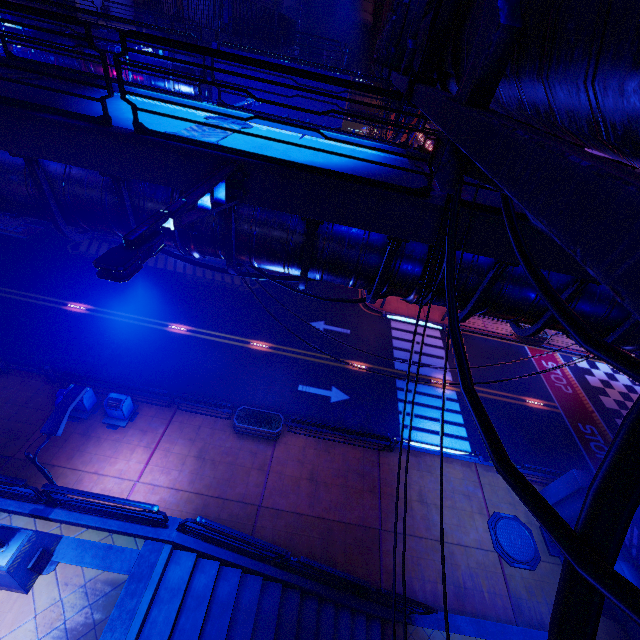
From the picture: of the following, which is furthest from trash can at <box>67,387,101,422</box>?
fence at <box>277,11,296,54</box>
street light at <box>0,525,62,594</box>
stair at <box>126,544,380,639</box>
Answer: fence at <box>277,11,296,54</box>

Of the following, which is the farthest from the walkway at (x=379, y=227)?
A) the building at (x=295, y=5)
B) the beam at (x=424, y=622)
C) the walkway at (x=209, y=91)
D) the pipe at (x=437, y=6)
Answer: the building at (x=295, y=5)

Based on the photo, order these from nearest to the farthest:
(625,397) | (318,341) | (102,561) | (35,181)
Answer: (35,181) → (102,561) → (318,341) → (625,397)

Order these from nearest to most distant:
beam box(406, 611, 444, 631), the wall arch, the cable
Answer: the cable, beam box(406, 611, 444, 631), the wall arch

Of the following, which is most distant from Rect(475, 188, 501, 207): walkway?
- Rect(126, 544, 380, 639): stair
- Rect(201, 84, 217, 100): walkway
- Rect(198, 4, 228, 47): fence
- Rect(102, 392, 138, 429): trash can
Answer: Rect(198, 4, 228, 47): fence

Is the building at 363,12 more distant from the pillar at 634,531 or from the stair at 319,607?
the stair at 319,607

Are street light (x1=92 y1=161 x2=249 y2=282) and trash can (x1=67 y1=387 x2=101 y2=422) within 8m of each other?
no

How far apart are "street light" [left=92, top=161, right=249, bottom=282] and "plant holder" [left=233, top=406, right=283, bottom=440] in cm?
1153
